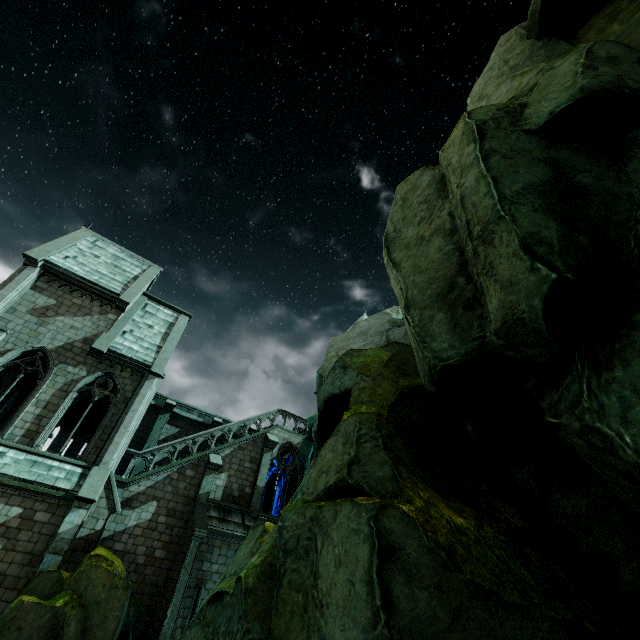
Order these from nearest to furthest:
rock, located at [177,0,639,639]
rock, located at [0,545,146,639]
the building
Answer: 1. rock, located at [177,0,639,639]
2. rock, located at [0,545,146,639]
3. the building

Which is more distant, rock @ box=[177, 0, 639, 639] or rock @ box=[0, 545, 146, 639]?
rock @ box=[0, 545, 146, 639]

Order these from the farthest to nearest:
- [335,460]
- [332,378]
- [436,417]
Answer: [332,378] < [436,417] < [335,460]

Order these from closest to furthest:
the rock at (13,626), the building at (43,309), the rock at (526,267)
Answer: the rock at (526,267), the rock at (13,626), the building at (43,309)

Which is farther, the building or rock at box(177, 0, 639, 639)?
the building

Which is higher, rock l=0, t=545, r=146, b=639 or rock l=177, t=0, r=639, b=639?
rock l=177, t=0, r=639, b=639

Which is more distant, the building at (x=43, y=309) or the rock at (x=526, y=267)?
the building at (x=43, y=309)
